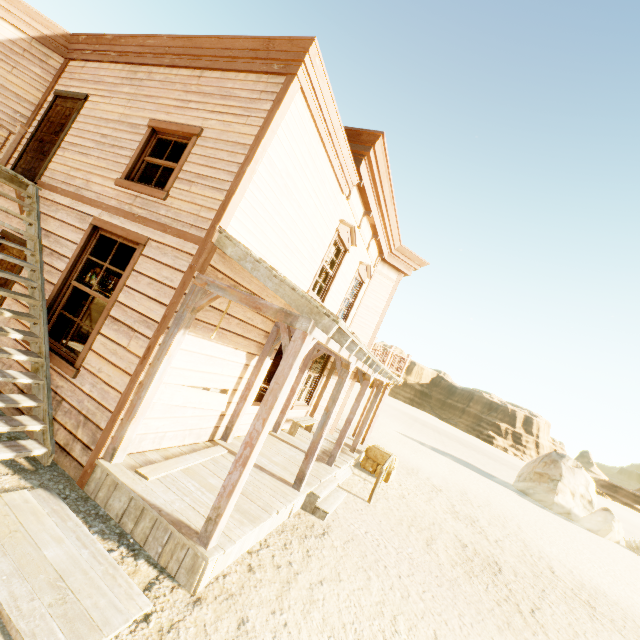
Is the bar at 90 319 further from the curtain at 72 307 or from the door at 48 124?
the curtain at 72 307

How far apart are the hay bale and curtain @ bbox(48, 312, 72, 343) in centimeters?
879cm

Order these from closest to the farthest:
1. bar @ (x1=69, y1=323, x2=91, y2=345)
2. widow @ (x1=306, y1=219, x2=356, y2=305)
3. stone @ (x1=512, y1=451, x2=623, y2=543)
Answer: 1. widow @ (x1=306, y1=219, x2=356, y2=305)
2. bar @ (x1=69, y1=323, x2=91, y2=345)
3. stone @ (x1=512, y1=451, x2=623, y2=543)

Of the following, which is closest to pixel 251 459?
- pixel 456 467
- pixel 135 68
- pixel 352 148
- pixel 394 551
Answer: pixel 394 551

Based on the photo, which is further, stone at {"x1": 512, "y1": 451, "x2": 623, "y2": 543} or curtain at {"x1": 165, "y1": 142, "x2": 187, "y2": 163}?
stone at {"x1": 512, "y1": 451, "x2": 623, "y2": 543}

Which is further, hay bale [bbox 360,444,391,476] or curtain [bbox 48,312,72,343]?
hay bale [bbox 360,444,391,476]

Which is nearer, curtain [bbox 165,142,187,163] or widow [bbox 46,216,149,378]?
widow [bbox 46,216,149,378]

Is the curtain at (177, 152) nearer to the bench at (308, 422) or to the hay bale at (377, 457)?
the bench at (308, 422)
